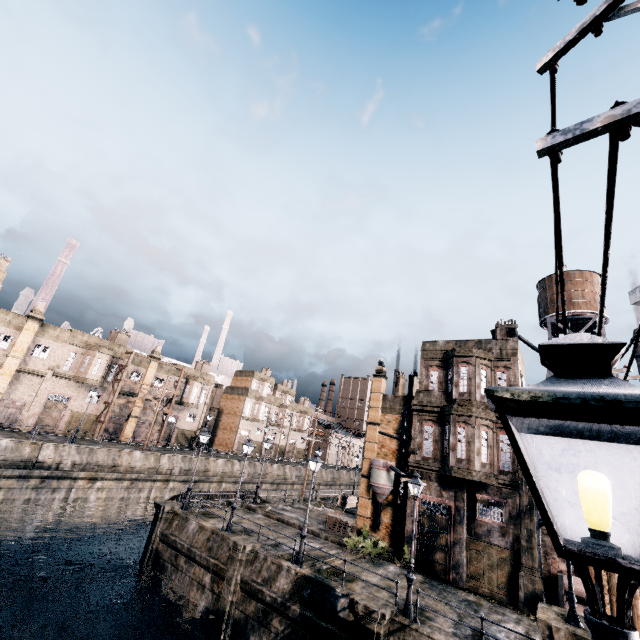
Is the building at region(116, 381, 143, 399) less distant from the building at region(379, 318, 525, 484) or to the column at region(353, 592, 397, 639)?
the building at region(379, 318, 525, 484)

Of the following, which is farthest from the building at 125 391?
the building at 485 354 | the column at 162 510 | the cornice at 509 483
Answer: the cornice at 509 483

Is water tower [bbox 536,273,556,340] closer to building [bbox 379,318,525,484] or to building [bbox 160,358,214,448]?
building [bbox 379,318,525,484]

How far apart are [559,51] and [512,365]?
24.3m

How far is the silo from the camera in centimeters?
2608cm

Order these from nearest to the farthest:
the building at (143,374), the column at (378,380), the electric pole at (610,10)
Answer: the electric pole at (610,10)
the column at (378,380)
the building at (143,374)

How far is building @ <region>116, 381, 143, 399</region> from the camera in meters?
45.2

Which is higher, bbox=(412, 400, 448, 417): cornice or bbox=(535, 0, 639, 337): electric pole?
bbox=(412, 400, 448, 417): cornice
